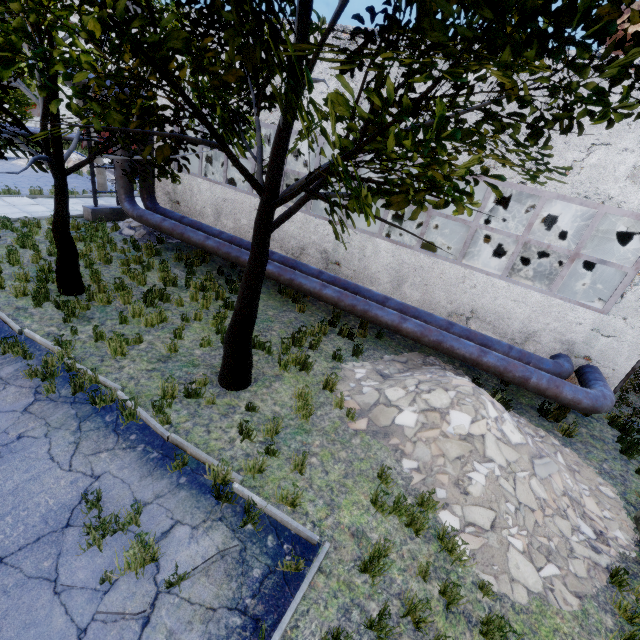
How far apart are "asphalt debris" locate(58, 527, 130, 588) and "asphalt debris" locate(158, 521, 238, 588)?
0.2 meters

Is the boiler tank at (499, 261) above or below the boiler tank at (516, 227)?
below

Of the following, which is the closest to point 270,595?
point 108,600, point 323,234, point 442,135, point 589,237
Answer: point 108,600

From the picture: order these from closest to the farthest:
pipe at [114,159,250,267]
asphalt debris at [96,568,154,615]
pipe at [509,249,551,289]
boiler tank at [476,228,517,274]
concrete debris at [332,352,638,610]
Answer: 1. asphalt debris at [96,568,154,615]
2. concrete debris at [332,352,638,610]
3. pipe at [114,159,250,267]
4. pipe at [509,249,551,289]
5. boiler tank at [476,228,517,274]

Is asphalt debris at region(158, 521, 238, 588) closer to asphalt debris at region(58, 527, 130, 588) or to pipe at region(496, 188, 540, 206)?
asphalt debris at region(58, 527, 130, 588)

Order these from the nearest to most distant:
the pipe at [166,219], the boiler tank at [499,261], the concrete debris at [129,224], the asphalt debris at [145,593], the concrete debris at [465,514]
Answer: the asphalt debris at [145,593] < the concrete debris at [465,514] < the pipe at [166,219] < the concrete debris at [129,224] < the boiler tank at [499,261]

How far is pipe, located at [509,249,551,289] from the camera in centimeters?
1675cm

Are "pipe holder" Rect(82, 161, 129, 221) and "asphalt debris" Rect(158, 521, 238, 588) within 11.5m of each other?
no
